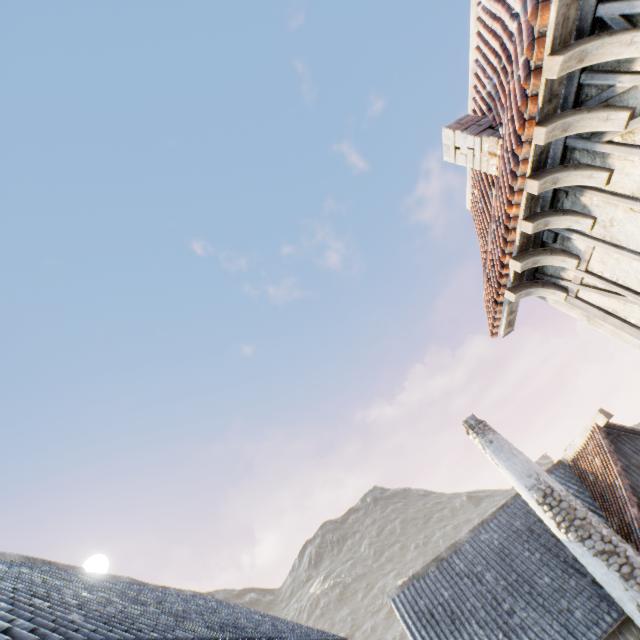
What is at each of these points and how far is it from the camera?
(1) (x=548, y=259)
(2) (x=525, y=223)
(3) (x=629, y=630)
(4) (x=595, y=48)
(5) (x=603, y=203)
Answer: (1) wooden structure, 3.9 meters
(2) wooden structure, 3.6 meters
(3) building, 7.3 meters
(4) wooden structure, 2.4 meters
(5) building, 3.2 meters

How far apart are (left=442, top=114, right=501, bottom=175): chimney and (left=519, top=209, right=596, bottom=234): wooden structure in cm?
146

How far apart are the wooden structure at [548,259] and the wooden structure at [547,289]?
0.39m

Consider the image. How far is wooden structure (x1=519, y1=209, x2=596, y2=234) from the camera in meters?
3.4

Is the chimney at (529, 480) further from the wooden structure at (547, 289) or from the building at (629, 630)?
the wooden structure at (547, 289)

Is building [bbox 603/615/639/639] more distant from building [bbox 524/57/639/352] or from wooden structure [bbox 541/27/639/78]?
wooden structure [bbox 541/27/639/78]

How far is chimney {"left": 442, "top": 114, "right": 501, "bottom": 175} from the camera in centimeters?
463cm

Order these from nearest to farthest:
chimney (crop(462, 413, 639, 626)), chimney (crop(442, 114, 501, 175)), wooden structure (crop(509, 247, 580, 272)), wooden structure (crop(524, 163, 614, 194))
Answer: wooden structure (crop(524, 163, 614, 194))
wooden structure (crop(509, 247, 580, 272))
chimney (crop(442, 114, 501, 175))
chimney (crop(462, 413, 639, 626))
